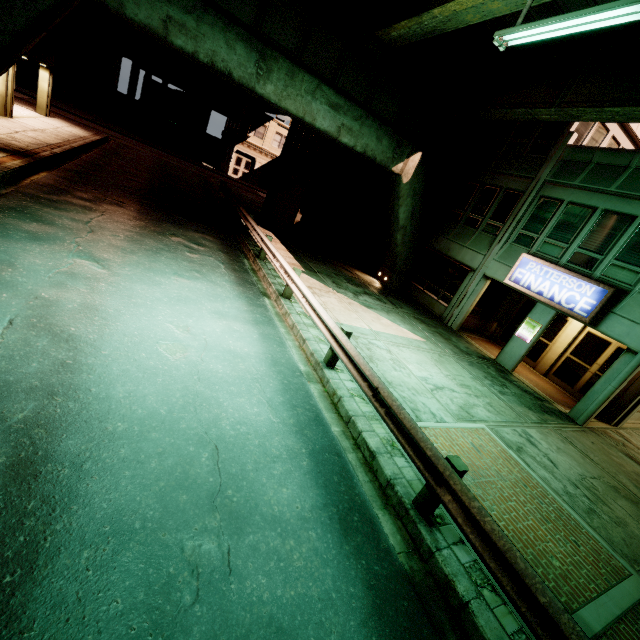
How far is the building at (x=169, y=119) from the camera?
34.50m

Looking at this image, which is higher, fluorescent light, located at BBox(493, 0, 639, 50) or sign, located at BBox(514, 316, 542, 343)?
fluorescent light, located at BBox(493, 0, 639, 50)

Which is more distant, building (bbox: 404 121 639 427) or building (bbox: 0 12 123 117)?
building (bbox: 0 12 123 117)

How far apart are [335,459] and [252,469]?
1.4 meters

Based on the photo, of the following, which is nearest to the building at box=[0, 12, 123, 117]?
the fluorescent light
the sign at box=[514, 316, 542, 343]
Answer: the fluorescent light

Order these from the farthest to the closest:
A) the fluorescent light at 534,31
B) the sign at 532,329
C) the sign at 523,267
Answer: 1. the sign at 532,329
2. the sign at 523,267
3. the fluorescent light at 534,31

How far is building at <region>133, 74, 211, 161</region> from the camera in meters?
34.5

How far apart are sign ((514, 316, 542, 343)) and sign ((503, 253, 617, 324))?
1.0m
